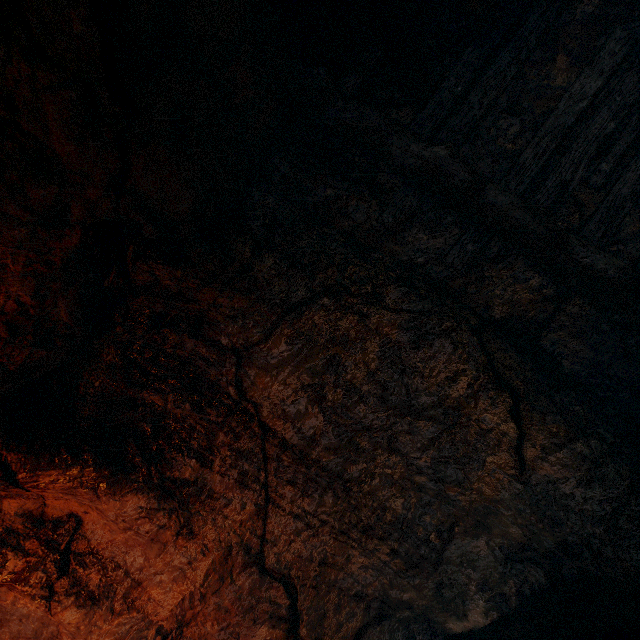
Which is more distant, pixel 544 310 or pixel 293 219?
pixel 293 219
